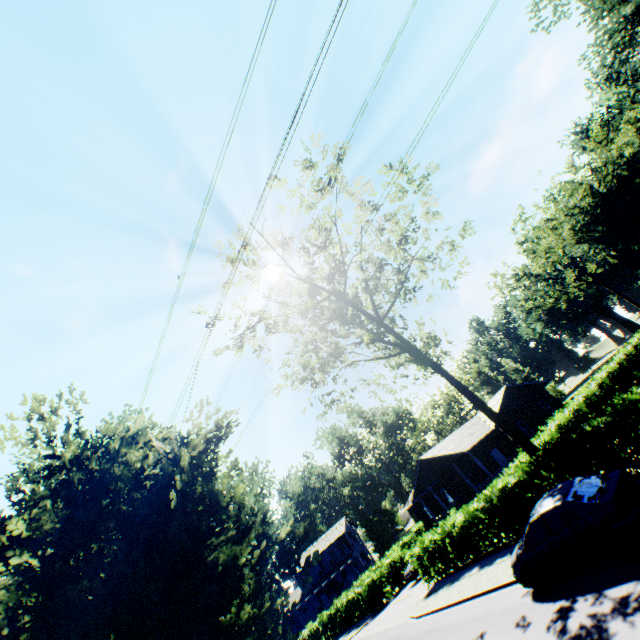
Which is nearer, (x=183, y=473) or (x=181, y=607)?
(x=181, y=607)

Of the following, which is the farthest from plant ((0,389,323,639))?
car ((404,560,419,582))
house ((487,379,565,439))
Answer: house ((487,379,565,439))

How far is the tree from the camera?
18.6m

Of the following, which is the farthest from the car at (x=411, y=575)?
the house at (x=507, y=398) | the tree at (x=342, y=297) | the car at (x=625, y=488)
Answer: the car at (x=625, y=488)

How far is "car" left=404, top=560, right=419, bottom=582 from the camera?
26.0m

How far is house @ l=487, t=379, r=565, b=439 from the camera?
30.72m

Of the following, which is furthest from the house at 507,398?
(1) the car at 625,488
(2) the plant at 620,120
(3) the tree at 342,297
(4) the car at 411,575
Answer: (2) the plant at 620,120
